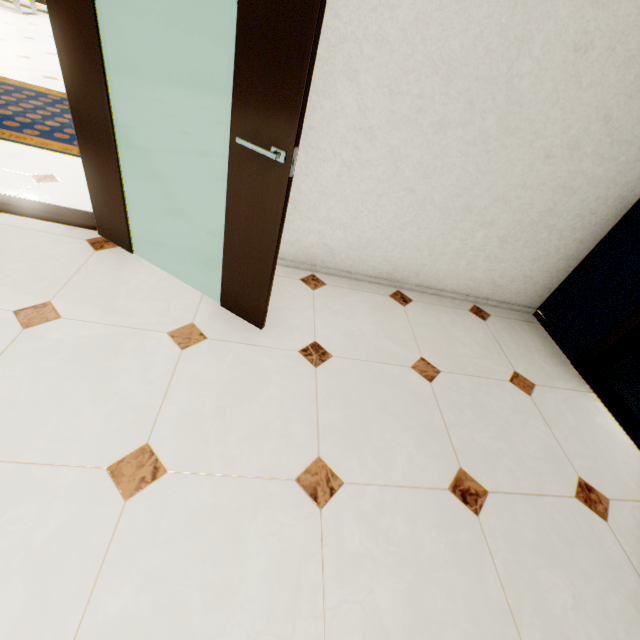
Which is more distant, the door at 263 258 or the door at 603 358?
the door at 603 358

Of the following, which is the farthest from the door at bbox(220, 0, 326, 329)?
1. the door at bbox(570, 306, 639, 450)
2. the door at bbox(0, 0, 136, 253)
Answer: the door at bbox(570, 306, 639, 450)

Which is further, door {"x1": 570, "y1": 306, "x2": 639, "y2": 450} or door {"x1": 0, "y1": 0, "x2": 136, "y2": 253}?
door {"x1": 570, "y1": 306, "x2": 639, "y2": 450}

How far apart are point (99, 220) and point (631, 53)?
3.3m

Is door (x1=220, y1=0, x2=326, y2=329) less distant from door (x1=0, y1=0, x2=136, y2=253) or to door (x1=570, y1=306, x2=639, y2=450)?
door (x1=0, y1=0, x2=136, y2=253)

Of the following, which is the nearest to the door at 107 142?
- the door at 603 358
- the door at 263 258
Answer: the door at 263 258
